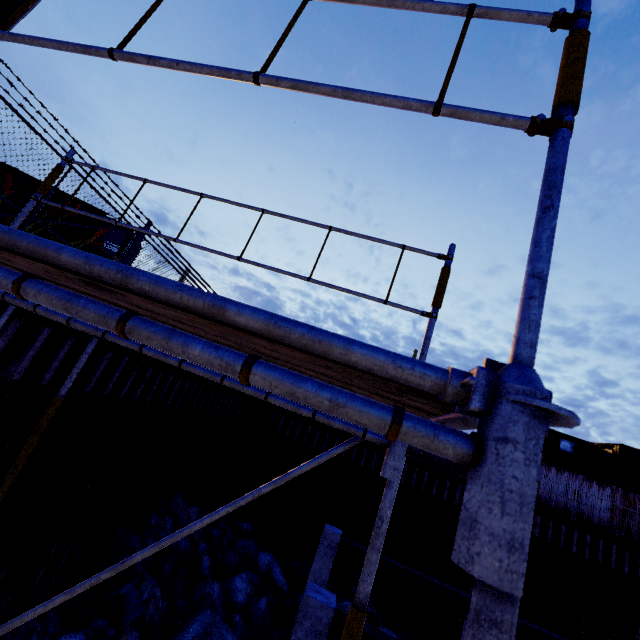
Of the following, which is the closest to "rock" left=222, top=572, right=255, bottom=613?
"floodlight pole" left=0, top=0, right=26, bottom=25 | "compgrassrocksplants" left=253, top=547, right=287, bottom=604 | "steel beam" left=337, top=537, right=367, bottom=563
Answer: "compgrassrocksplants" left=253, top=547, right=287, bottom=604

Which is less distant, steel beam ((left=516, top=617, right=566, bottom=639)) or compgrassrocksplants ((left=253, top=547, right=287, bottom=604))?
steel beam ((left=516, top=617, right=566, bottom=639))

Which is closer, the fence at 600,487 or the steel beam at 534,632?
the steel beam at 534,632

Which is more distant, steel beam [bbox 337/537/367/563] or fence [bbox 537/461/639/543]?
fence [bbox 537/461/639/543]

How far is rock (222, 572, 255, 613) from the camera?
10.4m

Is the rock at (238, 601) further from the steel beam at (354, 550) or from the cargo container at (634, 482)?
the cargo container at (634, 482)

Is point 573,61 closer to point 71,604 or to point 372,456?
point 71,604

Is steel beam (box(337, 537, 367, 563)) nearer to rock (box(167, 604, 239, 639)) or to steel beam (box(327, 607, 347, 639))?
rock (box(167, 604, 239, 639))
